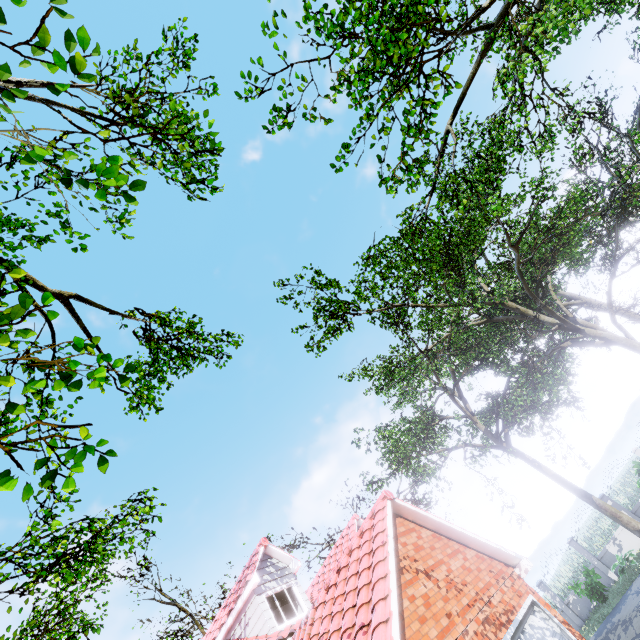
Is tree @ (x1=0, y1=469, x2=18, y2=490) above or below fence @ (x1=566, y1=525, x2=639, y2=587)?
above

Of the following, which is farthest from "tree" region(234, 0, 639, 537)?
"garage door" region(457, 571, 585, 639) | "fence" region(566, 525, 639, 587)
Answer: "garage door" region(457, 571, 585, 639)

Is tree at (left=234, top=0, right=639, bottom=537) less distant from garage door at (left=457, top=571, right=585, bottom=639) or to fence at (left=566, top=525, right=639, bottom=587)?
fence at (left=566, top=525, right=639, bottom=587)

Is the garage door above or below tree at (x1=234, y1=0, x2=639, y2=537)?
Result: below

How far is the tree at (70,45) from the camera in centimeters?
247cm

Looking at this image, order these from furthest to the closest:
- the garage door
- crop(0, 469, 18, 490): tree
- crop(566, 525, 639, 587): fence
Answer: crop(566, 525, 639, 587): fence → the garage door → crop(0, 469, 18, 490): tree

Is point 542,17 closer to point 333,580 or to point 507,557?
point 507,557

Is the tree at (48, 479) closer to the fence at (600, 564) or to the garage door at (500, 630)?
the fence at (600, 564)
